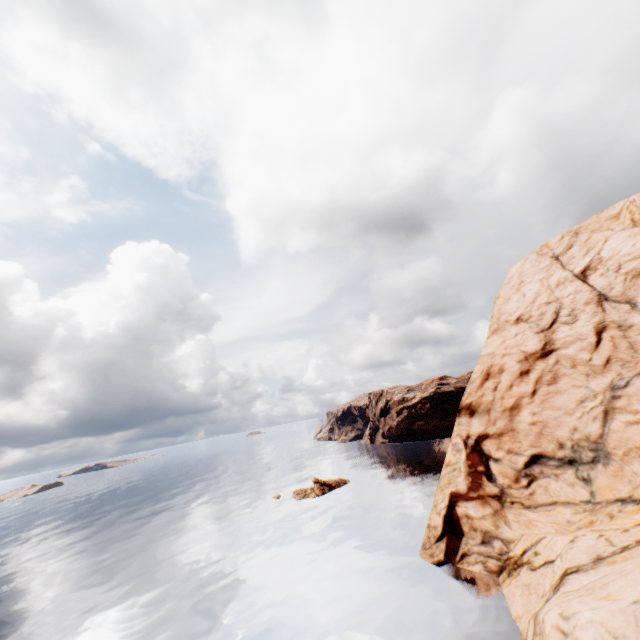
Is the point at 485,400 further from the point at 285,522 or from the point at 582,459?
the point at 285,522

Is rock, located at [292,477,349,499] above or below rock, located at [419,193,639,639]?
below

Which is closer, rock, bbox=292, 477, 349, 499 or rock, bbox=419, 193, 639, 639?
rock, bbox=419, 193, 639, 639

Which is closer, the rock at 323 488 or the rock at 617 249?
the rock at 617 249

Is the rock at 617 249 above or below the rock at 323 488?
above

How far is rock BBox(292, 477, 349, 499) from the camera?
52.1 meters
